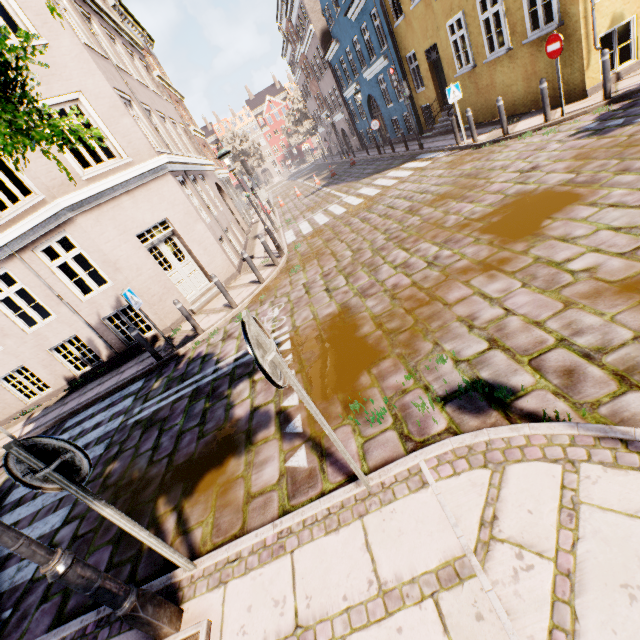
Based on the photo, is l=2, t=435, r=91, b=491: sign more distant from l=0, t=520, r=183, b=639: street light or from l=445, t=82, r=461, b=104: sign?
l=445, t=82, r=461, b=104: sign

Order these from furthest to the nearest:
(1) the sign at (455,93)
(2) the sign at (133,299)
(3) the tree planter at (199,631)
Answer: (1) the sign at (455,93) < (2) the sign at (133,299) < (3) the tree planter at (199,631)

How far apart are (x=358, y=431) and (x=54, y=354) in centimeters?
1088cm

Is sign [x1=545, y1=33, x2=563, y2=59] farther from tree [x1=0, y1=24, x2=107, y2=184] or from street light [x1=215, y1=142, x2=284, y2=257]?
street light [x1=215, y1=142, x2=284, y2=257]

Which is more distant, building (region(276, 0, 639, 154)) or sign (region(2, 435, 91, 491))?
building (region(276, 0, 639, 154))

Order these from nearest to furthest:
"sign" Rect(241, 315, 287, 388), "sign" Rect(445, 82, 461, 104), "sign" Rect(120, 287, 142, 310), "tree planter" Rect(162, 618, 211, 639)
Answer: "sign" Rect(241, 315, 287, 388), "tree planter" Rect(162, 618, 211, 639), "sign" Rect(120, 287, 142, 310), "sign" Rect(445, 82, 461, 104)

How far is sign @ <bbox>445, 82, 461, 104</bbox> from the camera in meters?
10.9 m

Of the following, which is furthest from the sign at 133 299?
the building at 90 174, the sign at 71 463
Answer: the sign at 71 463
